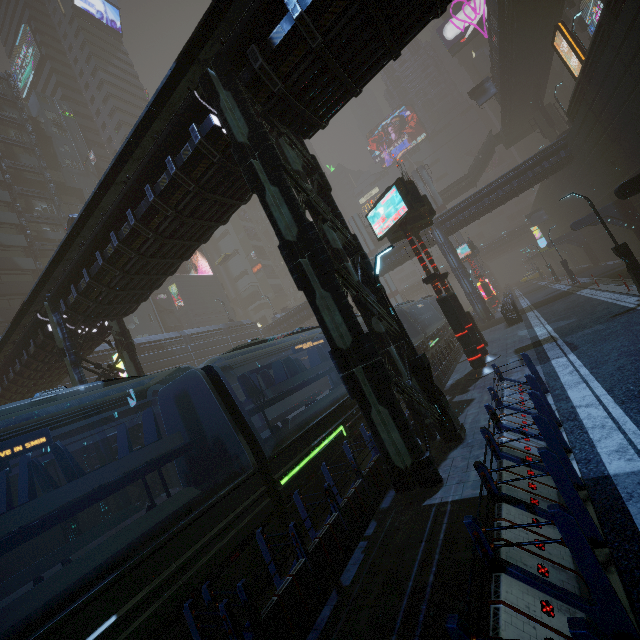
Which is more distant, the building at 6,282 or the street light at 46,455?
the building at 6,282

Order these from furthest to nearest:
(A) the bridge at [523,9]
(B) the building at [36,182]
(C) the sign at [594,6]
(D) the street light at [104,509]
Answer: (B) the building at [36,182] → (C) the sign at [594,6] → (A) the bridge at [523,9] → (D) the street light at [104,509]

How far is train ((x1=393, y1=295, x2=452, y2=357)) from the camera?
21.2m

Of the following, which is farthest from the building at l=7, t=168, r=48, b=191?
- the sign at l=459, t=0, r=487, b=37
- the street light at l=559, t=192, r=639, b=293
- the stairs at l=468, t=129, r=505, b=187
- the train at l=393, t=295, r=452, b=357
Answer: the stairs at l=468, t=129, r=505, b=187

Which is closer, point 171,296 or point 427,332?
point 427,332

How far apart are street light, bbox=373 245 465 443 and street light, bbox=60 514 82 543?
14.47m

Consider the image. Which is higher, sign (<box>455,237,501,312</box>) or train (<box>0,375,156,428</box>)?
sign (<box>455,237,501,312</box>)

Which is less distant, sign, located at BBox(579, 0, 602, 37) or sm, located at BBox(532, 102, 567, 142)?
sign, located at BBox(579, 0, 602, 37)
